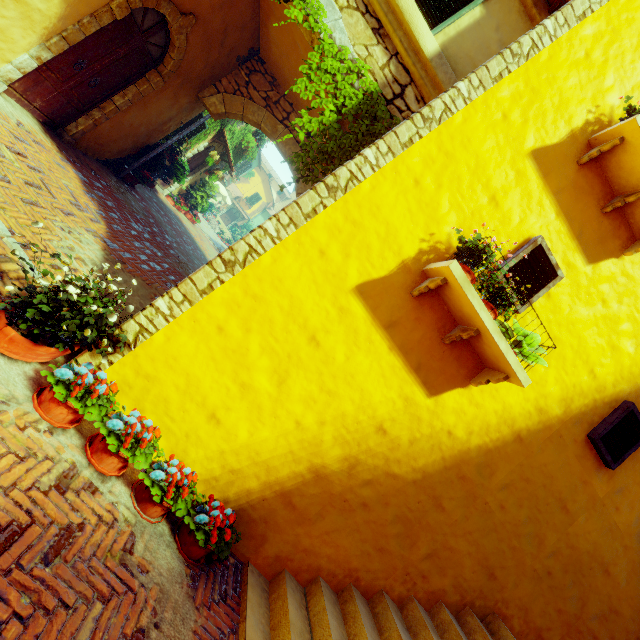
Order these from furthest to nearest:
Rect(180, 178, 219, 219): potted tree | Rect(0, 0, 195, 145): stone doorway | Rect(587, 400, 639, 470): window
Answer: Rect(180, 178, 219, 219): potted tree < Rect(0, 0, 195, 145): stone doorway < Rect(587, 400, 639, 470): window

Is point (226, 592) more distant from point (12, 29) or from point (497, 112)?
point (12, 29)

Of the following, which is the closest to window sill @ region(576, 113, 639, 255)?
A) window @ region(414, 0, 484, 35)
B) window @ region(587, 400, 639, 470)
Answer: window @ region(414, 0, 484, 35)

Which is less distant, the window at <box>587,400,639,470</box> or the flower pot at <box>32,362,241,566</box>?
the flower pot at <box>32,362,241,566</box>

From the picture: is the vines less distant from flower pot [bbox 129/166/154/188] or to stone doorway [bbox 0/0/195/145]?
stone doorway [bbox 0/0/195/145]

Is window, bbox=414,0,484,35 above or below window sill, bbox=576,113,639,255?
above

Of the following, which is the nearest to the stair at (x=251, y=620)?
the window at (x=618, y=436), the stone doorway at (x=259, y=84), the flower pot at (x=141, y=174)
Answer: the window at (x=618, y=436)

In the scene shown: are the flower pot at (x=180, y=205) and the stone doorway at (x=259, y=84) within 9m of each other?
yes
